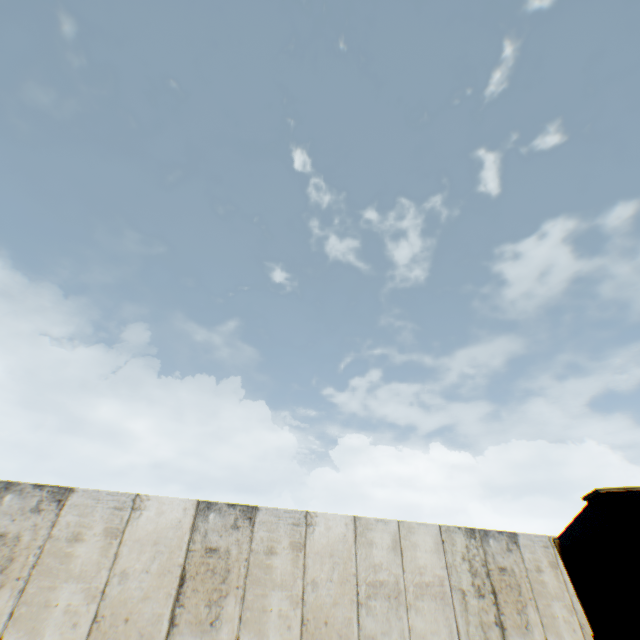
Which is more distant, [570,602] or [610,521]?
[570,602]
